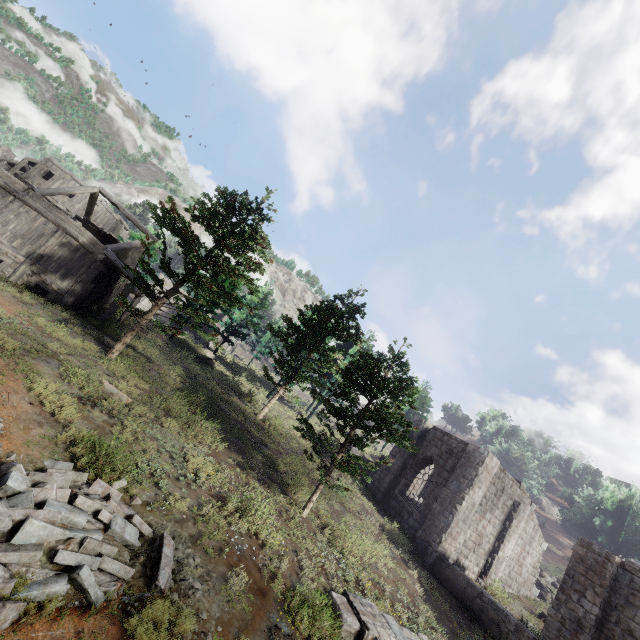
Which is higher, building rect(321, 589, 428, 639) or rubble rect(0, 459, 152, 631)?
building rect(321, 589, 428, 639)

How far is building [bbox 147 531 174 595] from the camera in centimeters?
582cm

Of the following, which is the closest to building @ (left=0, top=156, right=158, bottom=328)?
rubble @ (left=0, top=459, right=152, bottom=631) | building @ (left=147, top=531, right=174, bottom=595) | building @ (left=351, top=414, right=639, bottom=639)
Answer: building @ (left=351, top=414, right=639, bottom=639)

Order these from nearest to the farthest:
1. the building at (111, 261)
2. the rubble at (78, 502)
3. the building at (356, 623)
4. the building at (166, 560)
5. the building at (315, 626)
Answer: the rubble at (78, 502) < the building at (166, 560) < the building at (315, 626) < the building at (356, 623) < the building at (111, 261)

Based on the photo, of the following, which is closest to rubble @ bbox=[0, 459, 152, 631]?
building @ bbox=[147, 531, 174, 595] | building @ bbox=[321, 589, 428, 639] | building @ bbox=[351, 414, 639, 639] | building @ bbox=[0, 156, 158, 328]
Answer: building @ bbox=[147, 531, 174, 595]

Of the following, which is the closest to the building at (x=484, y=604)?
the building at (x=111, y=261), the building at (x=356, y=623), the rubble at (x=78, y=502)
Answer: the building at (x=111, y=261)

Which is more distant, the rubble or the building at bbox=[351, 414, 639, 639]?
the building at bbox=[351, 414, 639, 639]

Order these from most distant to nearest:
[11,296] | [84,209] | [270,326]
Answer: [84,209] → [270,326] → [11,296]
